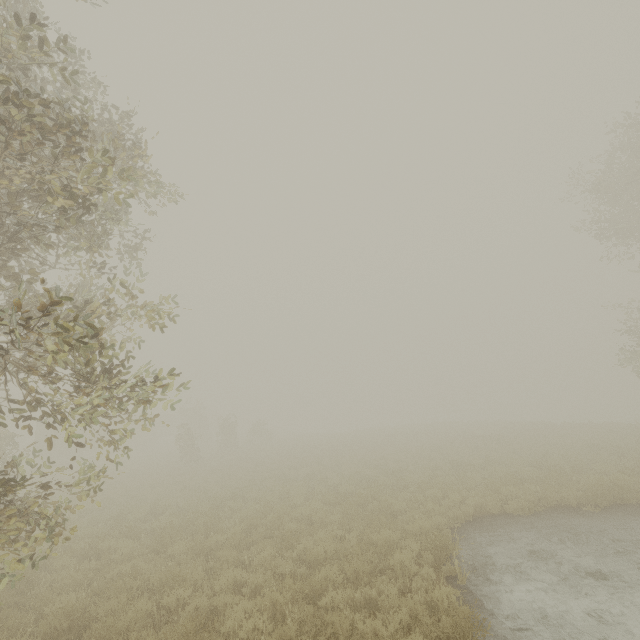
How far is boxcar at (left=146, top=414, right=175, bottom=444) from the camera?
50.72m

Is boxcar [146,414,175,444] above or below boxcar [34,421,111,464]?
above

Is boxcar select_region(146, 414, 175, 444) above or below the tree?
A: below

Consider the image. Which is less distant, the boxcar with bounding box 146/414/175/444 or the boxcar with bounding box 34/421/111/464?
the boxcar with bounding box 34/421/111/464

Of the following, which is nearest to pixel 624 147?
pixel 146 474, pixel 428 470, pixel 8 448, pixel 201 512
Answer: pixel 428 470

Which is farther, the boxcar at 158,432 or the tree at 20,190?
the boxcar at 158,432

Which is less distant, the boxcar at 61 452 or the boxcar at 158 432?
the boxcar at 61 452
